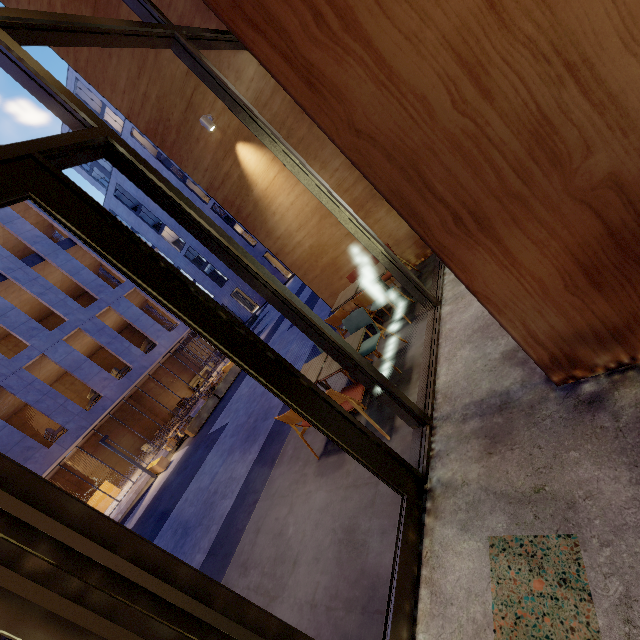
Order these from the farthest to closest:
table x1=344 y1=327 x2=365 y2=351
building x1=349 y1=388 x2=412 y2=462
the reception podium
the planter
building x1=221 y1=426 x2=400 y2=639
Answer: the reception podium → the planter → table x1=344 y1=327 x2=365 y2=351 → building x1=349 y1=388 x2=412 y2=462 → building x1=221 y1=426 x2=400 y2=639

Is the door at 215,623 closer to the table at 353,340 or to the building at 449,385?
the building at 449,385

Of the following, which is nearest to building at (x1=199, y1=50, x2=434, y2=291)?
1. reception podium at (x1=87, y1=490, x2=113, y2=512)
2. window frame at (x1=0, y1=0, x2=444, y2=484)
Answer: window frame at (x1=0, y1=0, x2=444, y2=484)

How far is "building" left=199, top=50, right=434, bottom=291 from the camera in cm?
535

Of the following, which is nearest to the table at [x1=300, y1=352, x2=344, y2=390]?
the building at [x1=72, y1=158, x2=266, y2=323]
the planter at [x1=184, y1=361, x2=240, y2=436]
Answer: the planter at [x1=184, y1=361, x2=240, y2=436]

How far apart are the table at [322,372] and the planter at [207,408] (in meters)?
11.46

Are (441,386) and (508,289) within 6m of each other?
yes

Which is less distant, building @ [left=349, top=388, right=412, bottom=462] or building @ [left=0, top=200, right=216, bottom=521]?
building @ [left=349, top=388, right=412, bottom=462]
